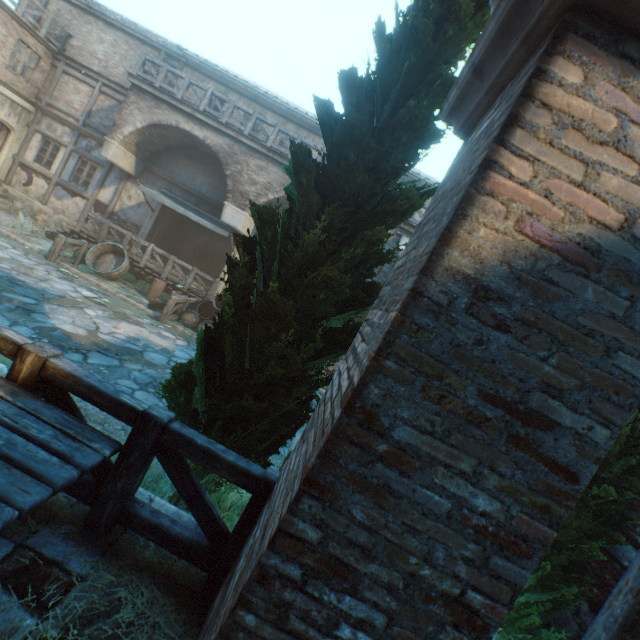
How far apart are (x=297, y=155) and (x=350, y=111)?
0.60m

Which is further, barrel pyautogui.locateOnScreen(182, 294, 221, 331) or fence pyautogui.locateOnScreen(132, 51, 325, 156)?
fence pyautogui.locateOnScreen(132, 51, 325, 156)

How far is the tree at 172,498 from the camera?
3.57m

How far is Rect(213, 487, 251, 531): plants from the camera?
3.73m

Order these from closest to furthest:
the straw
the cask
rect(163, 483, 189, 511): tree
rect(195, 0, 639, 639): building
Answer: rect(195, 0, 639, 639): building < the straw < rect(163, 483, 189, 511): tree < the cask

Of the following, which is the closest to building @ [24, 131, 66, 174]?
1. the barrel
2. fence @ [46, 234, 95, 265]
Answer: fence @ [46, 234, 95, 265]

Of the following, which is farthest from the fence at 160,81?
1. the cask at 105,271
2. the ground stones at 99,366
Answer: the ground stones at 99,366

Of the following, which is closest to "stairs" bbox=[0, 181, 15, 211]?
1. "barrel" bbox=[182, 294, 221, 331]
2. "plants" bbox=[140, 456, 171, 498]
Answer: "barrel" bbox=[182, 294, 221, 331]
